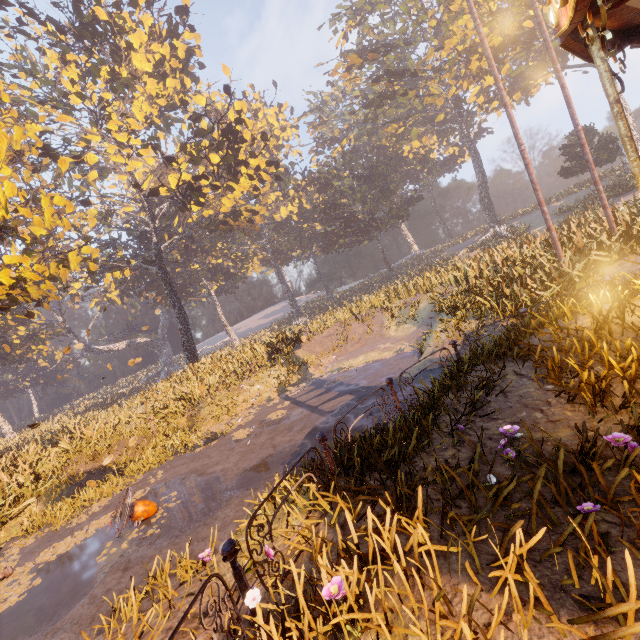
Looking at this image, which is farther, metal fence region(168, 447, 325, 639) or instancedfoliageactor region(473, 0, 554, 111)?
instancedfoliageactor region(473, 0, 554, 111)

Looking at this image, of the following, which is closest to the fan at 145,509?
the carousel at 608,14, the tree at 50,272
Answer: the tree at 50,272

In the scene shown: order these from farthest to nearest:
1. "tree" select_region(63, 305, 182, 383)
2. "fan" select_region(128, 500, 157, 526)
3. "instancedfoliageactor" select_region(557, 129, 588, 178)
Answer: "tree" select_region(63, 305, 182, 383) < "instancedfoliageactor" select_region(557, 129, 588, 178) < "fan" select_region(128, 500, 157, 526)

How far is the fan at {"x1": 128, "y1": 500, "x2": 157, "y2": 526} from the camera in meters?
7.4 m

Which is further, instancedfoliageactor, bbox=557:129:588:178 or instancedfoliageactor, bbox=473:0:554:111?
instancedfoliageactor, bbox=557:129:588:178

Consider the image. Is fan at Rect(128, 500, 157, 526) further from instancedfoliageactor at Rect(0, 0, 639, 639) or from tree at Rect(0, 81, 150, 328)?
instancedfoliageactor at Rect(0, 0, 639, 639)

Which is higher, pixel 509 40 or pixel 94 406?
pixel 509 40

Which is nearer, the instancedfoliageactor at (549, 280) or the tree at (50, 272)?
the instancedfoliageactor at (549, 280)
